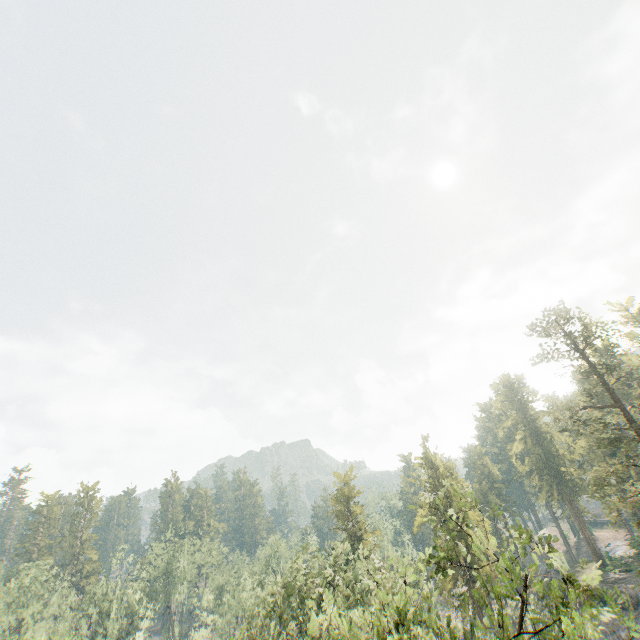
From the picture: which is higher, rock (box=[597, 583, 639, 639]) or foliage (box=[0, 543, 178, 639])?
foliage (box=[0, 543, 178, 639])

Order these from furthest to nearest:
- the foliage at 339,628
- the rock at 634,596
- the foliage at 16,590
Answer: the foliage at 16,590 → the rock at 634,596 → the foliage at 339,628

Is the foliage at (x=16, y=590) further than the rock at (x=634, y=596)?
Yes

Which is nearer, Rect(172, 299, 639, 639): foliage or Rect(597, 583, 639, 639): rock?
Rect(172, 299, 639, 639): foliage

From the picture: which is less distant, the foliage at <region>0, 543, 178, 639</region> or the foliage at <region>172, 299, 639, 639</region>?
the foliage at <region>172, 299, 639, 639</region>

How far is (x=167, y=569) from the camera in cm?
5872

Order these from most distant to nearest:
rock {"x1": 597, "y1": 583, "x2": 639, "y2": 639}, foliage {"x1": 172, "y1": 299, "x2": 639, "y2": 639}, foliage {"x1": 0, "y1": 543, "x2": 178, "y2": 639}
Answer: foliage {"x1": 0, "y1": 543, "x2": 178, "y2": 639}, rock {"x1": 597, "y1": 583, "x2": 639, "y2": 639}, foliage {"x1": 172, "y1": 299, "x2": 639, "y2": 639}
